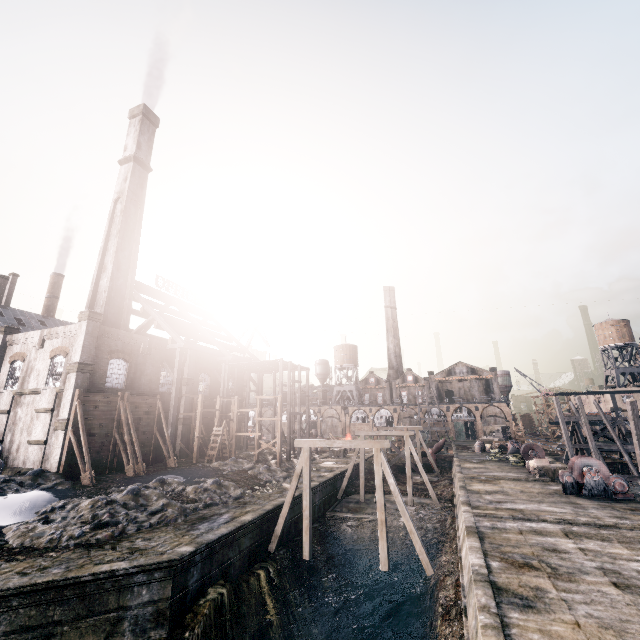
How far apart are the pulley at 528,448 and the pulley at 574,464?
10.1 meters

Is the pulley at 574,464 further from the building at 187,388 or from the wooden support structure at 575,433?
the building at 187,388

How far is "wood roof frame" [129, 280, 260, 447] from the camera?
34.4 meters

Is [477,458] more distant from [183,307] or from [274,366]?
[183,307]

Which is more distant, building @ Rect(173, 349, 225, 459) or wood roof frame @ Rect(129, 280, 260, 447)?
building @ Rect(173, 349, 225, 459)

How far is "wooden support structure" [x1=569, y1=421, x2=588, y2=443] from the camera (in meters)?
37.84

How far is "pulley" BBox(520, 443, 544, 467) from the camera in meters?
32.5 m

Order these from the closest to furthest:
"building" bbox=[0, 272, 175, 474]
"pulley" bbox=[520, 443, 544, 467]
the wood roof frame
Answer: "building" bbox=[0, 272, 175, 474] < "pulley" bbox=[520, 443, 544, 467] < the wood roof frame
